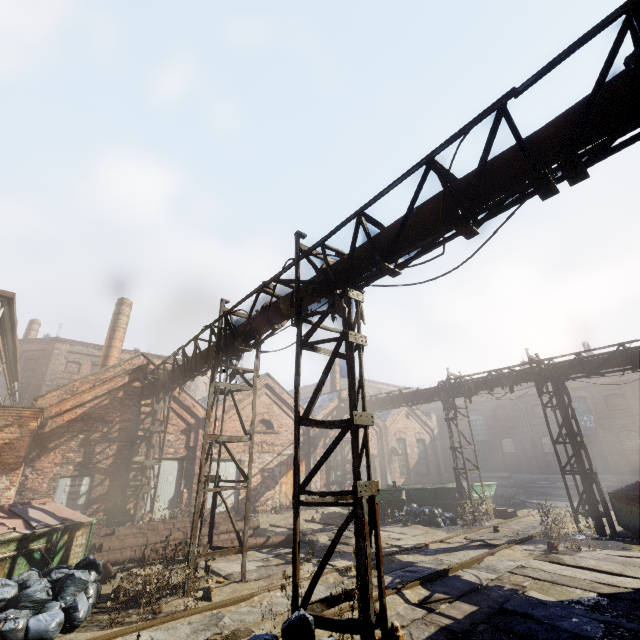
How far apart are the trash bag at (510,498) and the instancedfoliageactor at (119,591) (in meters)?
18.82

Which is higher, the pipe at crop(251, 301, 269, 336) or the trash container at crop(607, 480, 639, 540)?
Answer: the pipe at crop(251, 301, 269, 336)

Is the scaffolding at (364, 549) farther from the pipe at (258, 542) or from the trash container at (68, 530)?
the trash container at (68, 530)

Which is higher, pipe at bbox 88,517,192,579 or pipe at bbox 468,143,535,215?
pipe at bbox 468,143,535,215

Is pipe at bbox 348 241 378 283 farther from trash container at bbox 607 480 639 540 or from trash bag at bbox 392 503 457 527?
trash bag at bbox 392 503 457 527

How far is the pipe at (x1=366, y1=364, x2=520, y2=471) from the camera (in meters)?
15.28

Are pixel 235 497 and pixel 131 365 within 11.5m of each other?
yes

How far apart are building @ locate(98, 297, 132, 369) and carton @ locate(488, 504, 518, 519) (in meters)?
22.41
